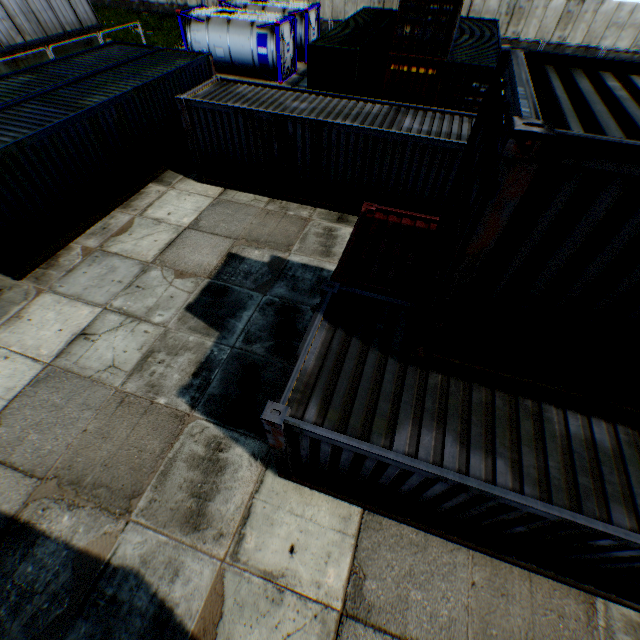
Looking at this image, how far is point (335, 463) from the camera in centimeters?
468cm

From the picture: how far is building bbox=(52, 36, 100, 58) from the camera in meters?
19.9 m

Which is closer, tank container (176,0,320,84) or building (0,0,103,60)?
building (0,0,103,60)

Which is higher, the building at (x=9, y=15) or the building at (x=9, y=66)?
the building at (x=9, y=15)

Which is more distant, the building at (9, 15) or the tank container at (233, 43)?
the tank container at (233, 43)

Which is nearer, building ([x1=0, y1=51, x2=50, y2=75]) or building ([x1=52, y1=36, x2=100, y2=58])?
building ([x1=0, y1=51, x2=50, y2=75])

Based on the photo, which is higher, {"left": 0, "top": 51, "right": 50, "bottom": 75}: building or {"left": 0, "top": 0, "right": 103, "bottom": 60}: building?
{"left": 0, "top": 0, "right": 103, "bottom": 60}: building

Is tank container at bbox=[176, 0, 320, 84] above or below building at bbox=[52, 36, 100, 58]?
below
